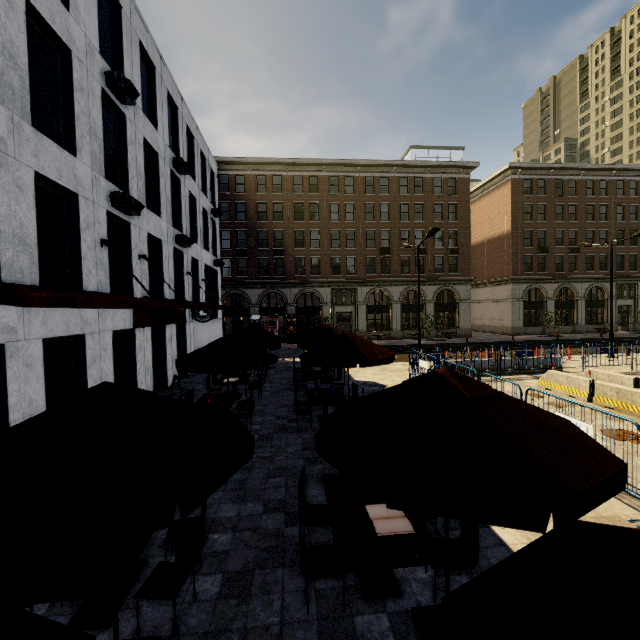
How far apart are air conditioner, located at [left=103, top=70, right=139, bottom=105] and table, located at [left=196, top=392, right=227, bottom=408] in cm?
1073

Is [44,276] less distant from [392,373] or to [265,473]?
[265,473]

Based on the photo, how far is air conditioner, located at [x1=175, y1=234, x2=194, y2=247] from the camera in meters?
16.7

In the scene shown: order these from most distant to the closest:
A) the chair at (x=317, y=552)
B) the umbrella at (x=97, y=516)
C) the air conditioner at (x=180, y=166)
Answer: the air conditioner at (x=180, y=166)
the chair at (x=317, y=552)
the umbrella at (x=97, y=516)

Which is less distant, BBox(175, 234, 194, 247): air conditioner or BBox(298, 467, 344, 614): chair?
BBox(298, 467, 344, 614): chair

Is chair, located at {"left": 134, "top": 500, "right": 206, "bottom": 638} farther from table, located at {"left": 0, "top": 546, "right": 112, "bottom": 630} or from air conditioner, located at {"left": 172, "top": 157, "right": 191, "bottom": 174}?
air conditioner, located at {"left": 172, "top": 157, "right": 191, "bottom": 174}

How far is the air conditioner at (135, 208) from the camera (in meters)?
10.66

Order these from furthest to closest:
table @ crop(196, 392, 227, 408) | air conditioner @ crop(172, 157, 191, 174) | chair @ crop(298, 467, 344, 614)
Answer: air conditioner @ crop(172, 157, 191, 174)
table @ crop(196, 392, 227, 408)
chair @ crop(298, 467, 344, 614)
